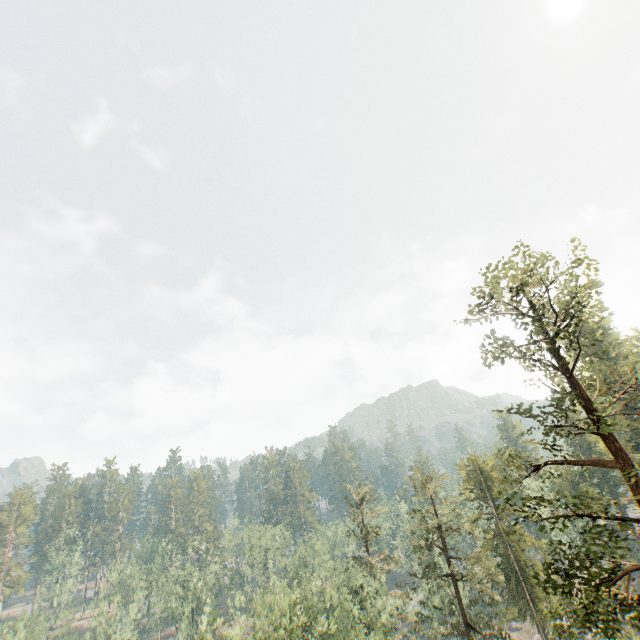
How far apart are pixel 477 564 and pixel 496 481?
15.0 meters
